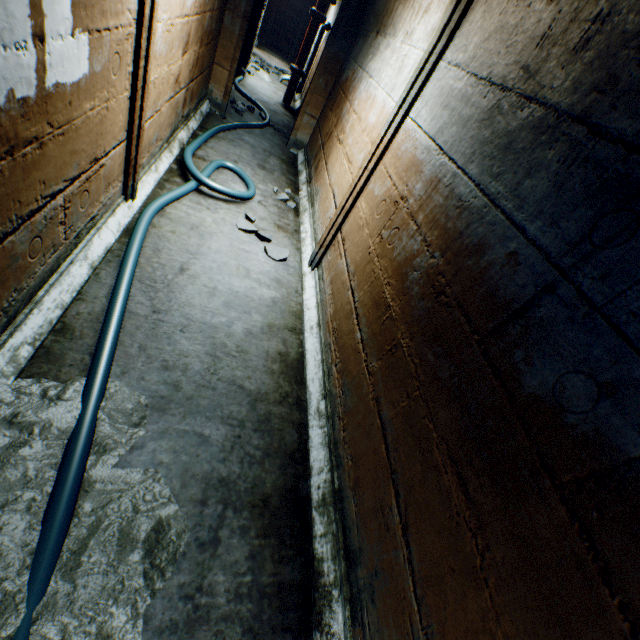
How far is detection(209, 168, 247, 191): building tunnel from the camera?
3.73m

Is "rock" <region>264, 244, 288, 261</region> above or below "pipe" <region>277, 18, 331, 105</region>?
below

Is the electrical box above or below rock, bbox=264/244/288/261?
above

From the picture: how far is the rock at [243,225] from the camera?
3.25m

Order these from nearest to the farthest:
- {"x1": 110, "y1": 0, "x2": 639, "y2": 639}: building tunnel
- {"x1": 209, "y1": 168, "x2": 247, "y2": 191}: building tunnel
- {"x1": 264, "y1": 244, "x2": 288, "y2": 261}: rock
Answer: {"x1": 110, "y1": 0, "x2": 639, "y2": 639}: building tunnel, {"x1": 264, "y1": 244, "x2": 288, "y2": 261}: rock, {"x1": 209, "y1": 168, "x2": 247, "y2": 191}: building tunnel

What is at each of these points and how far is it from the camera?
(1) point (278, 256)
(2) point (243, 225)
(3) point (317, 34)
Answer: (1) rock, 3.20m
(2) rock, 3.28m
(3) pipe, 7.55m

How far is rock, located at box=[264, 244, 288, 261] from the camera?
3.2m

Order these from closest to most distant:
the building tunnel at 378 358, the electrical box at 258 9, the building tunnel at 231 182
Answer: the building tunnel at 378 358
the building tunnel at 231 182
the electrical box at 258 9
